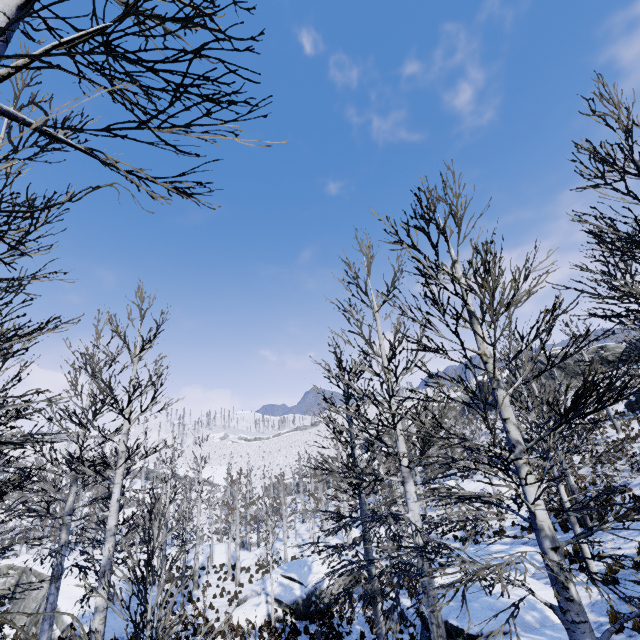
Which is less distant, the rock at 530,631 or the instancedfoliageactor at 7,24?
the instancedfoliageactor at 7,24

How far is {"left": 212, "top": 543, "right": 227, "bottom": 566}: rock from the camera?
31.6 meters

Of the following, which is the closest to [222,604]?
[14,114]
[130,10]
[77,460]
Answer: [77,460]

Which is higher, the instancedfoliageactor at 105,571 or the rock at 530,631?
the instancedfoliageactor at 105,571

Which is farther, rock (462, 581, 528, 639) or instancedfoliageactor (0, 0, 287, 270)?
rock (462, 581, 528, 639)

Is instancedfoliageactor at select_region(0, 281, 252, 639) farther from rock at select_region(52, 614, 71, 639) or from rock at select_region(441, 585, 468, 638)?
rock at select_region(441, 585, 468, 638)

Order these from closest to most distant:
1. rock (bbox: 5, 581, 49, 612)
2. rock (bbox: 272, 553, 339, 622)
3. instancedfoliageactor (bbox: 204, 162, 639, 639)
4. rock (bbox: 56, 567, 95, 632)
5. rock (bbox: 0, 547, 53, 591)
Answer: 1. instancedfoliageactor (bbox: 204, 162, 639, 639)
2. rock (bbox: 56, 567, 95, 632)
3. rock (bbox: 272, 553, 339, 622)
4. rock (bbox: 5, 581, 49, 612)
5. rock (bbox: 0, 547, 53, 591)

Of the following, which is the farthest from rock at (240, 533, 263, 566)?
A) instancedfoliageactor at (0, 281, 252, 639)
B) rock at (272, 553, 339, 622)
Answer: rock at (272, 553, 339, 622)
